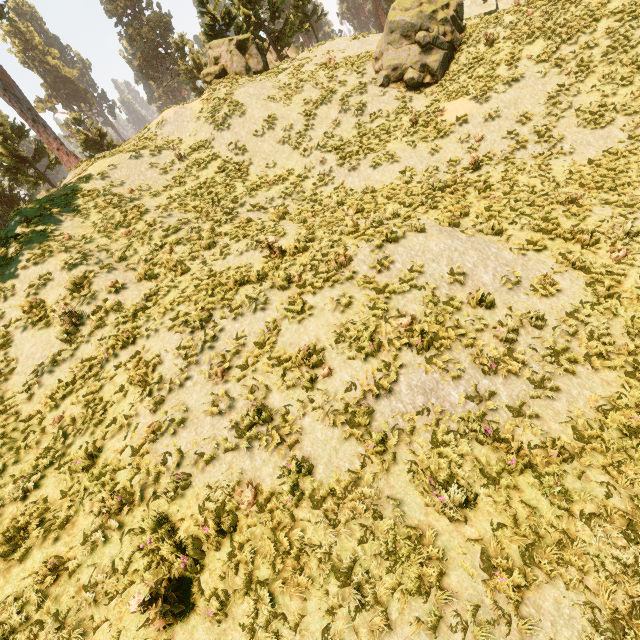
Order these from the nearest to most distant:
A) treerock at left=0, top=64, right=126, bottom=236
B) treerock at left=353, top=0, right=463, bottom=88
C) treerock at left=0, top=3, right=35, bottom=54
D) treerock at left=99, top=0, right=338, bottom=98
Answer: treerock at left=353, top=0, right=463, bottom=88
treerock at left=0, top=64, right=126, bottom=236
treerock at left=99, top=0, right=338, bottom=98
treerock at left=0, top=3, right=35, bottom=54

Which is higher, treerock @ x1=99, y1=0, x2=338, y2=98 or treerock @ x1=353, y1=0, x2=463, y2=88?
treerock @ x1=99, y1=0, x2=338, y2=98

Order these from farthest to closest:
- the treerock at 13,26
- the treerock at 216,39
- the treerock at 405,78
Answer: the treerock at 13,26
the treerock at 216,39
the treerock at 405,78

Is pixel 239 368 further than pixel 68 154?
No

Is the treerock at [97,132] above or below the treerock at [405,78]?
above

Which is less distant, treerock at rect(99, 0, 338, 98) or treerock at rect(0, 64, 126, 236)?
treerock at rect(0, 64, 126, 236)
